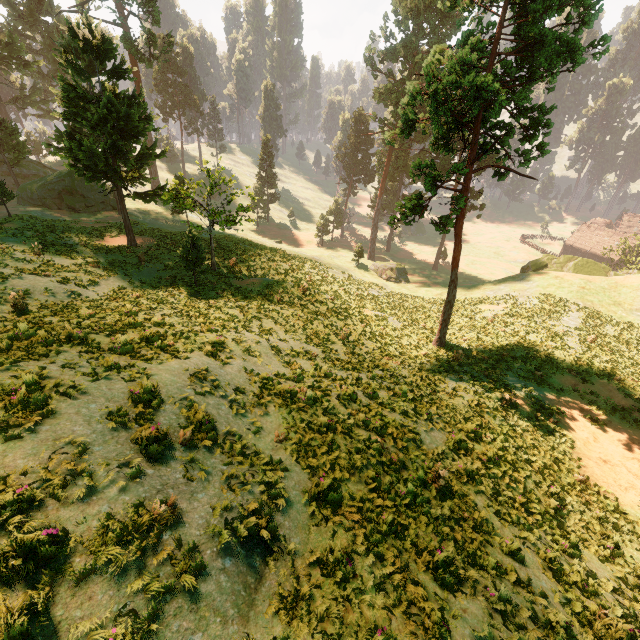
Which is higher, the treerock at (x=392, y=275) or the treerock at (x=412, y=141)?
the treerock at (x=412, y=141)

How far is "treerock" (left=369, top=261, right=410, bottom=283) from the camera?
45.5 meters

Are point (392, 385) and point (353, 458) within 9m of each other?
yes

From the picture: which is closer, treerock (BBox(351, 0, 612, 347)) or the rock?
treerock (BBox(351, 0, 612, 347))

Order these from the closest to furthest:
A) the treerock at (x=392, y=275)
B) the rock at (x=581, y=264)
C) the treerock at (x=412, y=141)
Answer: the treerock at (x=412, y=141) → the rock at (x=581, y=264) → the treerock at (x=392, y=275)

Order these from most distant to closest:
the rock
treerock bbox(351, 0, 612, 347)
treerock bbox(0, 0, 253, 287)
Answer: the rock → treerock bbox(0, 0, 253, 287) → treerock bbox(351, 0, 612, 347)

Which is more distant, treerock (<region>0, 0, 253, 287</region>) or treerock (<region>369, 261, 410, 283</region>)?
treerock (<region>369, 261, 410, 283</region>)
